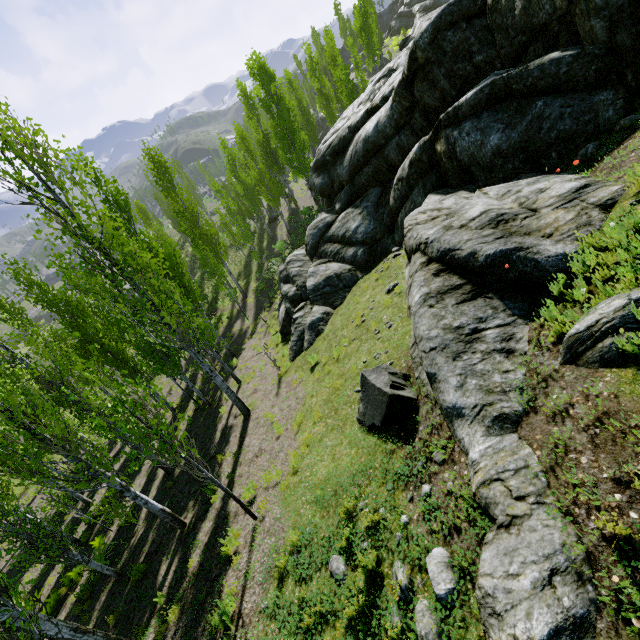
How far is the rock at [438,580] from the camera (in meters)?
3.49

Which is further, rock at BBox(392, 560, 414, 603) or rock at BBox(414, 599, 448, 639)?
rock at BBox(392, 560, 414, 603)

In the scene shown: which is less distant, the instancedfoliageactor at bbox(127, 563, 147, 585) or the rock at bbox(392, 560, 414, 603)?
the rock at bbox(392, 560, 414, 603)

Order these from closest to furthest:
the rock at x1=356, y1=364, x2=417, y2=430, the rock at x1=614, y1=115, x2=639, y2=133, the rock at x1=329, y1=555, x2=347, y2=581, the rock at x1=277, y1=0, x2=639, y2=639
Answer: the rock at x1=277, y1=0, x2=639, y2=639
the rock at x1=329, y1=555, x2=347, y2=581
the rock at x1=356, y1=364, x2=417, y2=430
the rock at x1=614, y1=115, x2=639, y2=133

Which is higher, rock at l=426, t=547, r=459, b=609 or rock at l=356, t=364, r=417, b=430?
rock at l=426, t=547, r=459, b=609

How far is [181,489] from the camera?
11.83m

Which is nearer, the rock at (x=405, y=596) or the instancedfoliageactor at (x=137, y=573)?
the rock at (x=405, y=596)
